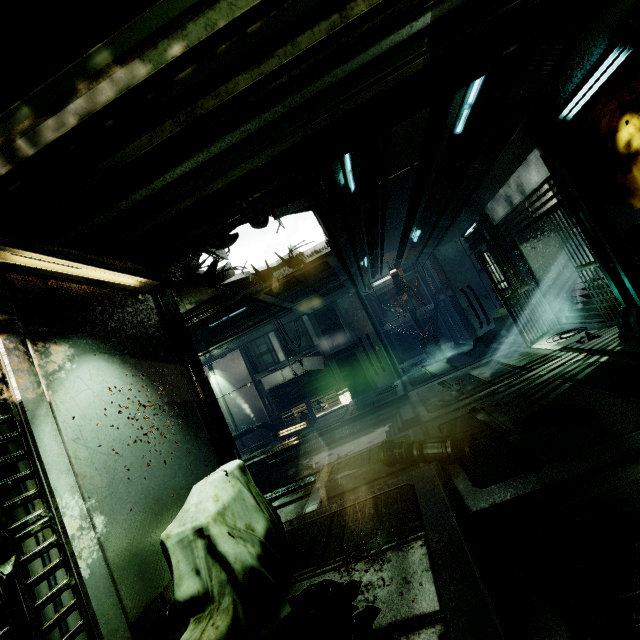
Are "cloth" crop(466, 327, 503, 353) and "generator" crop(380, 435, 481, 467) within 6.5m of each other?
no

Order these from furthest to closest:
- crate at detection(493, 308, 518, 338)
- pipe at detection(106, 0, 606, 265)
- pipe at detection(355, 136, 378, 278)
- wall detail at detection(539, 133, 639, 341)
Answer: crate at detection(493, 308, 518, 338) < wall detail at detection(539, 133, 639, 341) < pipe at detection(355, 136, 378, 278) < pipe at detection(106, 0, 606, 265)

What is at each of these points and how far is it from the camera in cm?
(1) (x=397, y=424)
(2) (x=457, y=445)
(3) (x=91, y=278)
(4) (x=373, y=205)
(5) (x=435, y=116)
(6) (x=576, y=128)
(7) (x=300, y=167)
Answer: (1) stair, 832
(2) generator, 445
(3) ceiling light, 310
(4) pipe, 789
(5) pipe, 493
(6) cloth, 563
(7) pipe, 306

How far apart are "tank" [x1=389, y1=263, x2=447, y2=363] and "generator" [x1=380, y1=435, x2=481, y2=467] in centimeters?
1006cm

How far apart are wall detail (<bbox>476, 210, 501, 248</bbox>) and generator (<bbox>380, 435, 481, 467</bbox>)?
6.85m

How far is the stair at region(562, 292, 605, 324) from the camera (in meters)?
8.30

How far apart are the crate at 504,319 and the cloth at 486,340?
0.0m

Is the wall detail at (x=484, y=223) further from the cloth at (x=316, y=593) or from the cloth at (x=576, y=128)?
the cloth at (x=316, y=593)
